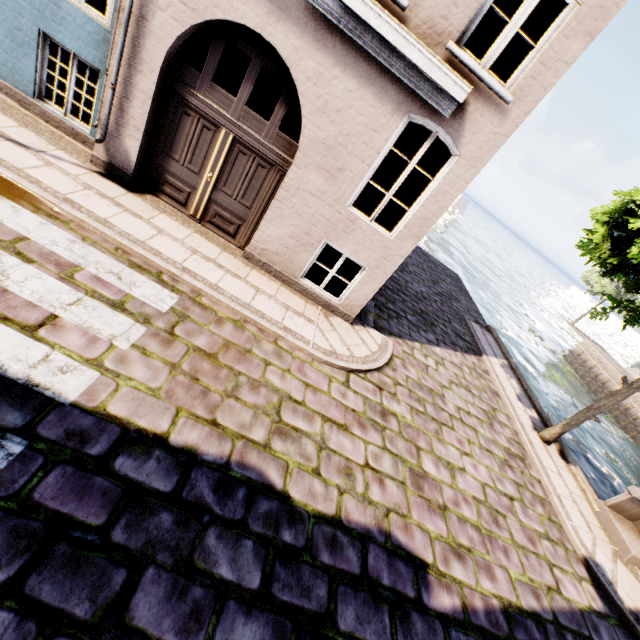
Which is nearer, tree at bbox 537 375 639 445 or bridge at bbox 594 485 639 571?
bridge at bbox 594 485 639 571

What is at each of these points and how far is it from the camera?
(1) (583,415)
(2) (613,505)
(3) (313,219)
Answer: (1) tree, 8.12m
(2) bridge, 7.46m
(3) building, 6.15m

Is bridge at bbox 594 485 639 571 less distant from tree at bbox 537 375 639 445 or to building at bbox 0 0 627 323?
tree at bbox 537 375 639 445

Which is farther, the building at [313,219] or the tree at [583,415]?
the tree at [583,415]

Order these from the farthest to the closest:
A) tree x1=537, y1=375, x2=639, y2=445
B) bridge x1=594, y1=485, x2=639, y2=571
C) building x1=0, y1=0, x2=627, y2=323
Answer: tree x1=537, y1=375, x2=639, y2=445
bridge x1=594, y1=485, x2=639, y2=571
building x1=0, y1=0, x2=627, y2=323

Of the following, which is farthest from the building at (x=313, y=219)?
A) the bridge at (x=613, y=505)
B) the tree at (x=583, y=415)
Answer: the bridge at (x=613, y=505)

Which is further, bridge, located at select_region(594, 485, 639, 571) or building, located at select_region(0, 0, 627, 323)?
bridge, located at select_region(594, 485, 639, 571)
